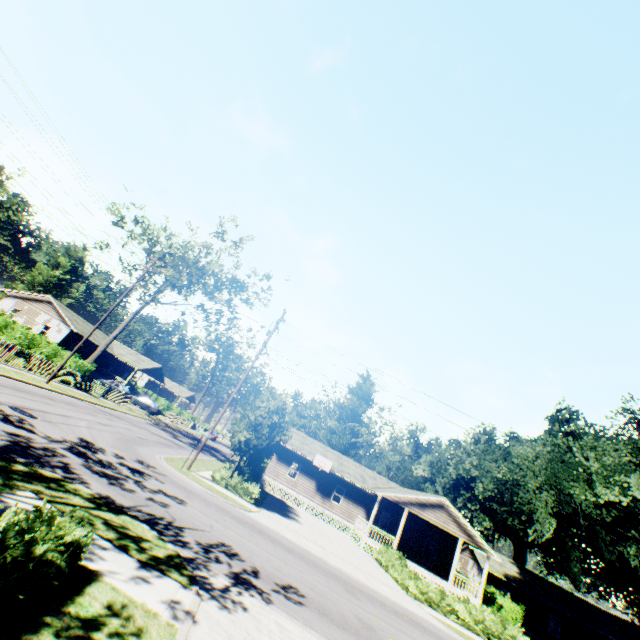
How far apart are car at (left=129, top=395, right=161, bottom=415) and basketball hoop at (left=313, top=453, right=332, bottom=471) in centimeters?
2517cm

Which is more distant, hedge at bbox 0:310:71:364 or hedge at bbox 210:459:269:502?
hedge at bbox 0:310:71:364

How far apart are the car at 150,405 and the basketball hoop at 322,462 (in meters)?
25.17

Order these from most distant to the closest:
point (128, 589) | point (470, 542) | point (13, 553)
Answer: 1. point (470, 542)
2. point (128, 589)
3. point (13, 553)

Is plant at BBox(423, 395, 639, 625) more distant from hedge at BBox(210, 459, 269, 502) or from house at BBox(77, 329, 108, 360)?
house at BBox(77, 329, 108, 360)

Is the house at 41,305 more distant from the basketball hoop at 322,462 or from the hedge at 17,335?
the basketball hoop at 322,462

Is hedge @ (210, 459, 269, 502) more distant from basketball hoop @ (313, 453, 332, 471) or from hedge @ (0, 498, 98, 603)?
hedge @ (0, 498, 98, 603)

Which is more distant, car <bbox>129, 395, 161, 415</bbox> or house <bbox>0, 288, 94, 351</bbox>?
car <bbox>129, 395, 161, 415</bbox>
